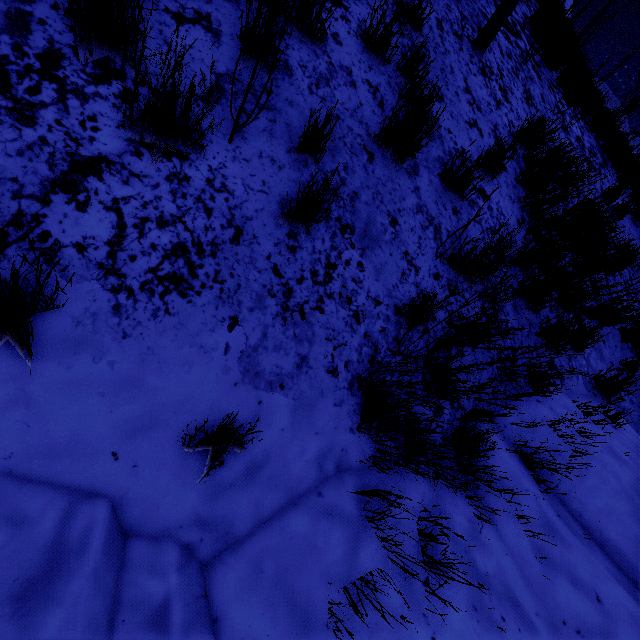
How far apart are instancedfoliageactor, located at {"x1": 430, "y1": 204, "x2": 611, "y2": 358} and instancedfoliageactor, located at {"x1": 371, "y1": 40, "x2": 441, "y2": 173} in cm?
140

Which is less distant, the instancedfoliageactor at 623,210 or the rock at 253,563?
the rock at 253,563

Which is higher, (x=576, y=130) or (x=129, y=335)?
(x=576, y=130)

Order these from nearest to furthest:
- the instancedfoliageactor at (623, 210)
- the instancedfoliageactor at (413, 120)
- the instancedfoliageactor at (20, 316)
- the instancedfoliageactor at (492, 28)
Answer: the instancedfoliageactor at (20, 316), the instancedfoliageactor at (413, 120), the instancedfoliageactor at (492, 28), the instancedfoliageactor at (623, 210)

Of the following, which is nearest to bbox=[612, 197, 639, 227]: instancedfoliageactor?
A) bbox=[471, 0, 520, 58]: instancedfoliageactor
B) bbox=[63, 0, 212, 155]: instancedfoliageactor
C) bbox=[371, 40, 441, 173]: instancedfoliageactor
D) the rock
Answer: the rock

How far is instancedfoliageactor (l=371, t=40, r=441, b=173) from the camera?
2.35m

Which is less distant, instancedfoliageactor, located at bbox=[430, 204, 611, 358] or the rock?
the rock

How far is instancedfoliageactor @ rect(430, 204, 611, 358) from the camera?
2.53m
